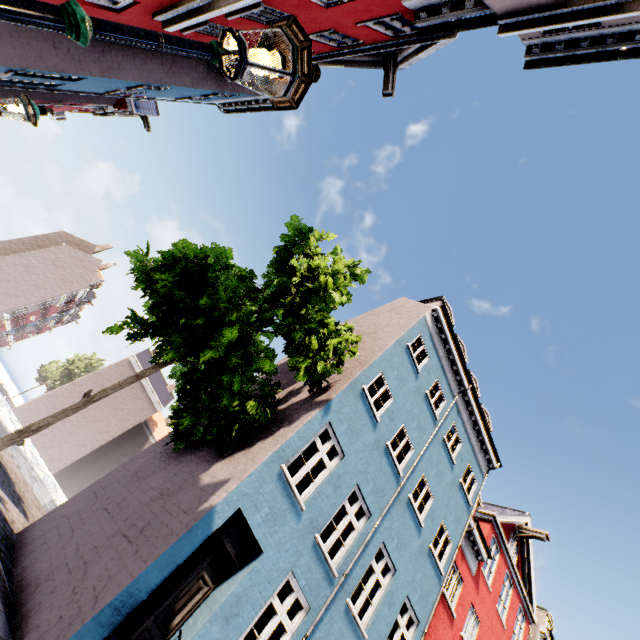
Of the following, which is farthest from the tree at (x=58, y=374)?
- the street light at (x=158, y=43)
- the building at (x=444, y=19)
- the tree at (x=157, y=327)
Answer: the street light at (x=158, y=43)

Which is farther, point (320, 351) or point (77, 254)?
point (77, 254)

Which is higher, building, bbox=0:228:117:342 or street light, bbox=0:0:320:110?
building, bbox=0:228:117:342

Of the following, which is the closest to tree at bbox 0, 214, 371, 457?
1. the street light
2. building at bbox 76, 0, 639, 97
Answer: building at bbox 76, 0, 639, 97

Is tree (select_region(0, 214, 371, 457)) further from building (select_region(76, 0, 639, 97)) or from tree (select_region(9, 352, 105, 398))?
tree (select_region(9, 352, 105, 398))

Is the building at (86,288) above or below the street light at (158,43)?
above

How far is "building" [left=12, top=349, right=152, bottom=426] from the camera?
42.4 meters
